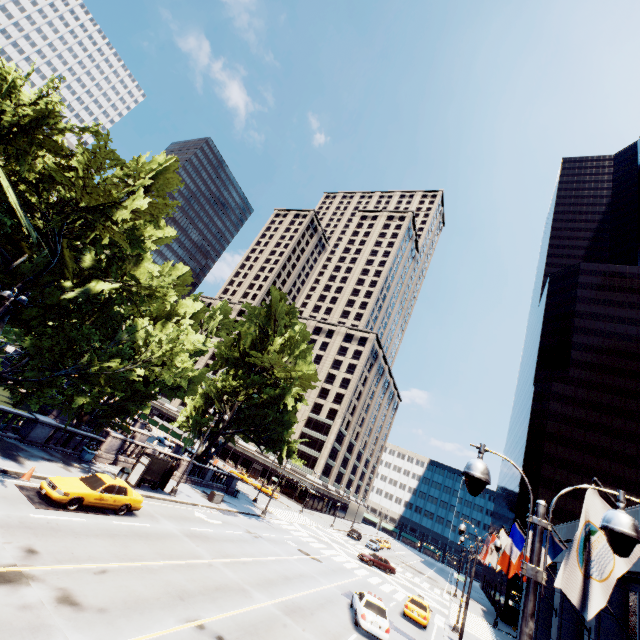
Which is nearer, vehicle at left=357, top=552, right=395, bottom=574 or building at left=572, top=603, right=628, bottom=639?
building at left=572, top=603, right=628, bottom=639

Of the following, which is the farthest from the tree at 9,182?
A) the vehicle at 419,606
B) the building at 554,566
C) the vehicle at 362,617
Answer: the building at 554,566

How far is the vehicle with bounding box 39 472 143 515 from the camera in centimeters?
1498cm

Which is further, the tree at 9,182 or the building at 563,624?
the building at 563,624

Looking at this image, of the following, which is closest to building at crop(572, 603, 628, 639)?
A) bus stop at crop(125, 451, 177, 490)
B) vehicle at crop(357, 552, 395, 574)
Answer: vehicle at crop(357, 552, 395, 574)

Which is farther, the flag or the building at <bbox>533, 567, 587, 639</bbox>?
the building at <bbox>533, 567, 587, 639</bbox>

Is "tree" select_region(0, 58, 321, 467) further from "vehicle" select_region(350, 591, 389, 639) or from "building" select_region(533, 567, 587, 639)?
"building" select_region(533, 567, 587, 639)

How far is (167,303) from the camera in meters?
32.0 m
